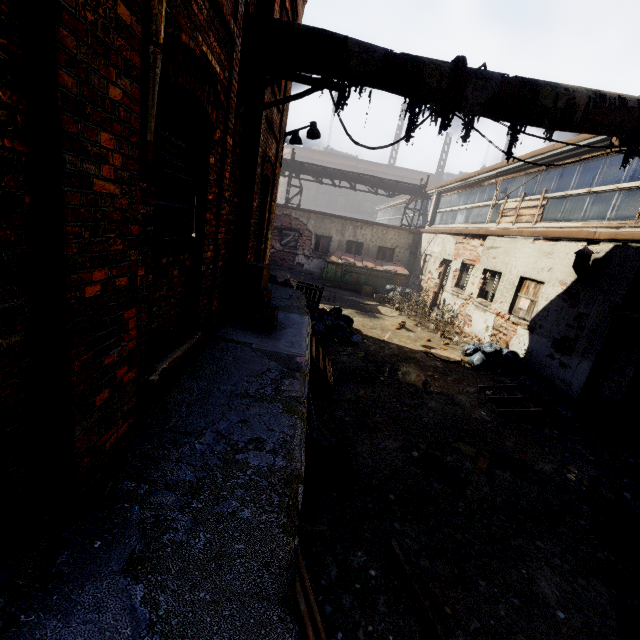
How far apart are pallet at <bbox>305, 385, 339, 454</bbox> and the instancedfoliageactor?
3.47m

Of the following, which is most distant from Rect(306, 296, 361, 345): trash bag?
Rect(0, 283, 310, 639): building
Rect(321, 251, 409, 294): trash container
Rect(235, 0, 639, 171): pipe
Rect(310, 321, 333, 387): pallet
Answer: Rect(235, 0, 639, 171): pipe

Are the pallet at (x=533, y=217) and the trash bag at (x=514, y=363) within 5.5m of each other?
yes

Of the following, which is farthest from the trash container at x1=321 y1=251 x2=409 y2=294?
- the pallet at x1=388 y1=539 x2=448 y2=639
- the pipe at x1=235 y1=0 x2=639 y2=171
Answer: the pallet at x1=388 y1=539 x2=448 y2=639

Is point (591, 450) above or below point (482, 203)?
below

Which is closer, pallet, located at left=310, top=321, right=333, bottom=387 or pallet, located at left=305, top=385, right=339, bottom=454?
pallet, located at left=305, top=385, right=339, bottom=454

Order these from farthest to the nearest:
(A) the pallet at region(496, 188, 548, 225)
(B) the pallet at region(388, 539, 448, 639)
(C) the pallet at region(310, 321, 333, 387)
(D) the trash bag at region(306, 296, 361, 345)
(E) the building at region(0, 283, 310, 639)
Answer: (A) the pallet at region(496, 188, 548, 225), (D) the trash bag at region(306, 296, 361, 345), (C) the pallet at region(310, 321, 333, 387), (B) the pallet at region(388, 539, 448, 639), (E) the building at region(0, 283, 310, 639)

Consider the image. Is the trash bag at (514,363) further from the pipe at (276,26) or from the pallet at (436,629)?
the pallet at (436,629)
